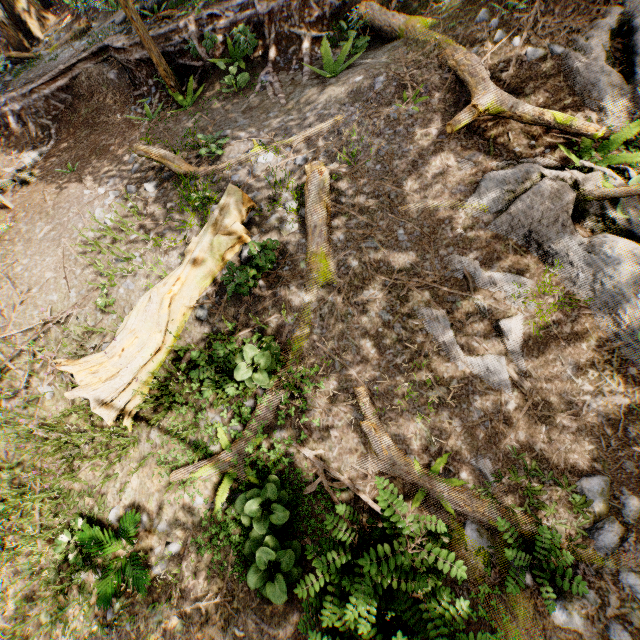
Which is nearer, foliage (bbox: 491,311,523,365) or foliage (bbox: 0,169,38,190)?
foliage (bbox: 491,311,523,365)

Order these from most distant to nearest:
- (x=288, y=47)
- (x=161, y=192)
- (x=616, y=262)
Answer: Result:
1. (x=288, y=47)
2. (x=161, y=192)
3. (x=616, y=262)

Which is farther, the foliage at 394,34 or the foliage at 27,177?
the foliage at 27,177

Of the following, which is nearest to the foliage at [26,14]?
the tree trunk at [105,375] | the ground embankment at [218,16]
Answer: the ground embankment at [218,16]

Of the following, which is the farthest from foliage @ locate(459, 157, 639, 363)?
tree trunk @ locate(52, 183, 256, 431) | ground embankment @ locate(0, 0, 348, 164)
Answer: tree trunk @ locate(52, 183, 256, 431)

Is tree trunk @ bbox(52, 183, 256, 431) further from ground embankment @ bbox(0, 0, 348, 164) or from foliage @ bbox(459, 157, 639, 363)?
foliage @ bbox(459, 157, 639, 363)

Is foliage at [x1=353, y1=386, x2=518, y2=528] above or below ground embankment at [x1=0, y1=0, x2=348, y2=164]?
below
